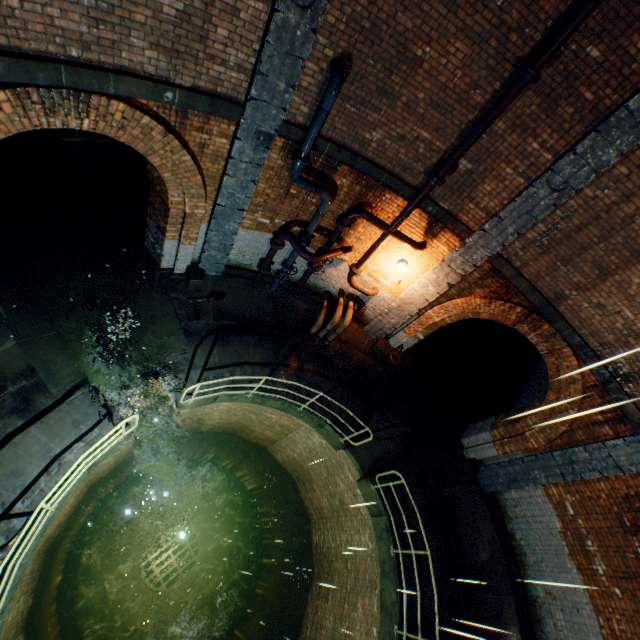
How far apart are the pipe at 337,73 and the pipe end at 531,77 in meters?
2.7 m

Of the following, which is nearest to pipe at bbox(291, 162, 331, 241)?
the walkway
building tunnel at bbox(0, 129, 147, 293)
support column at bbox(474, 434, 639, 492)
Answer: building tunnel at bbox(0, 129, 147, 293)

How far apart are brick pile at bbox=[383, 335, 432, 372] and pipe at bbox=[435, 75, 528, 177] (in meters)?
5.40

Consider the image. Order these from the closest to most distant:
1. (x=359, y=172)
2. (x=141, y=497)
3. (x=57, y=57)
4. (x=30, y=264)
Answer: (x=57, y=57), (x=359, y=172), (x=30, y=264), (x=141, y=497)

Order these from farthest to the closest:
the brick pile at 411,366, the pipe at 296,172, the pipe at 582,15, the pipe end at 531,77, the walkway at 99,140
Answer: the brick pile at 411,366, the walkway at 99,140, the pipe at 296,172, the pipe end at 531,77, the pipe at 582,15

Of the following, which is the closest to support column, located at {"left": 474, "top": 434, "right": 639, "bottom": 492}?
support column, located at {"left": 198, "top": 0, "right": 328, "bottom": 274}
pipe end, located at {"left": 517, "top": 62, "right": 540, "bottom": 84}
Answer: pipe end, located at {"left": 517, "top": 62, "right": 540, "bottom": 84}

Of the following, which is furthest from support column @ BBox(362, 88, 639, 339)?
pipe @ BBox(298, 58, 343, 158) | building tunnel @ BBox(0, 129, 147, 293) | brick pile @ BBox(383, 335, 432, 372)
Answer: building tunnel @ BBox(0, 129, 147, 293)

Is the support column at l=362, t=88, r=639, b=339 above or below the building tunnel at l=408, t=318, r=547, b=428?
above
